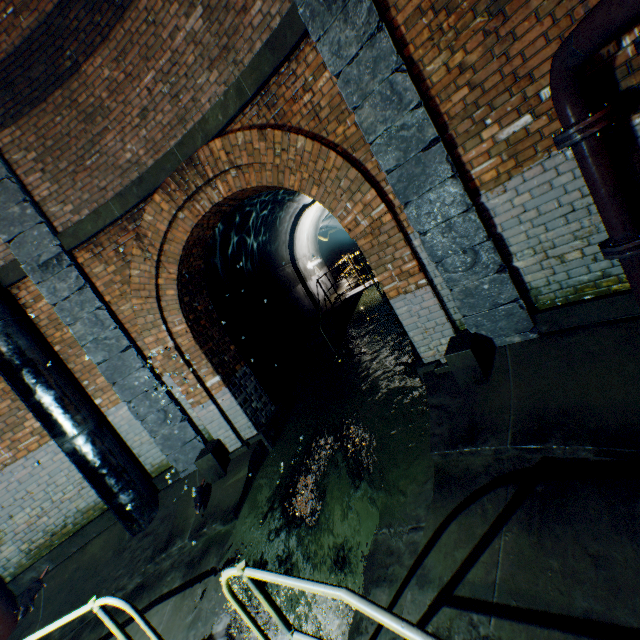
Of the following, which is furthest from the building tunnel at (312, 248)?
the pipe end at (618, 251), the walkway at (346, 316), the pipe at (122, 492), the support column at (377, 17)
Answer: the pipe end at (618, 251)

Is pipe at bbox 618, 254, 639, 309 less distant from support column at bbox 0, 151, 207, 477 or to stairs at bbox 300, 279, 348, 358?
support column at bbox 0, 151, 207, 477

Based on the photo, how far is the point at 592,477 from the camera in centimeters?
241cm

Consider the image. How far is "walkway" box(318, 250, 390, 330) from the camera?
9.3 meters

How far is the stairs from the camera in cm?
930

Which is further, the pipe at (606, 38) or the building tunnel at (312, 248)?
the building tunnel at (312, 248)

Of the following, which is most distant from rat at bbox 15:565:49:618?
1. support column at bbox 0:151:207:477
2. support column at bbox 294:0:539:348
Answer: support column at bbox 294:0:539:348

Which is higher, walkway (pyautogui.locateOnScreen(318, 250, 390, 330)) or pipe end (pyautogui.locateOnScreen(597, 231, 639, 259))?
pipe end (pyautogui.locateOnScreen(597, 231, 639, 259))
